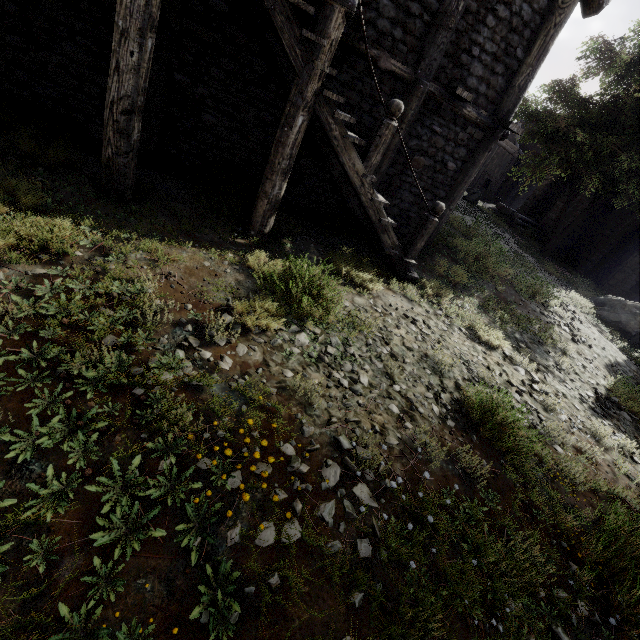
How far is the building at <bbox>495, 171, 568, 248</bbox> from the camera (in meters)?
22.94

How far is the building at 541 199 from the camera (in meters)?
22.94

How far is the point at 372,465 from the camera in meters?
3.2 m

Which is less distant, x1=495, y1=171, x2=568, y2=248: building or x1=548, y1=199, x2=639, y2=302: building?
x1=548, y1=199, x2=639, y2=302: building

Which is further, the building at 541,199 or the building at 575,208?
the building at 541,199

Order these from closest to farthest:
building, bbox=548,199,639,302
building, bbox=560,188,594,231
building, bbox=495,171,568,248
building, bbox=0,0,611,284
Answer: building, bbox=0,0,611,284 → building, bbox=548,199,639,302 → building, bbox=560,188,594,231 → building, bbox=495,171,568,248
